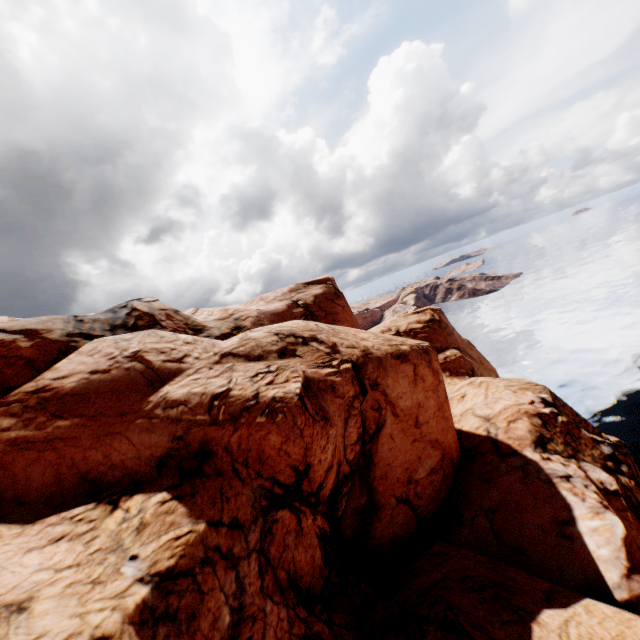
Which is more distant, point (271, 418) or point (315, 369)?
point (315, 369)
